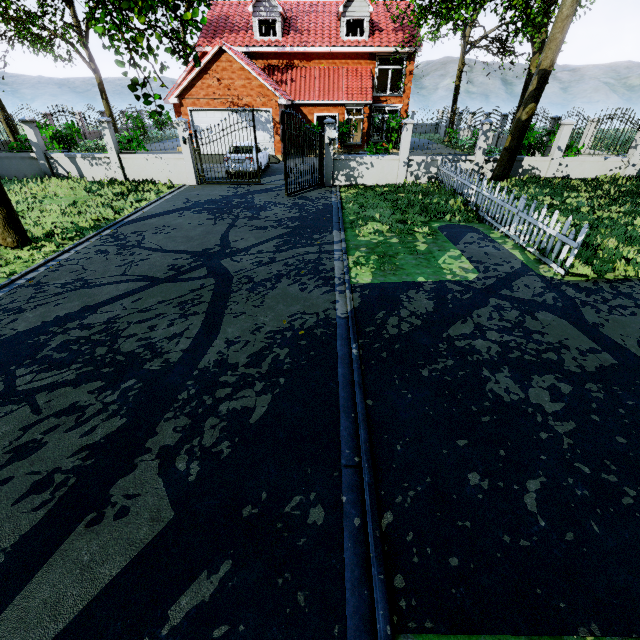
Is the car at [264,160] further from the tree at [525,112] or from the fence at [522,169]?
the tree at [525,112]

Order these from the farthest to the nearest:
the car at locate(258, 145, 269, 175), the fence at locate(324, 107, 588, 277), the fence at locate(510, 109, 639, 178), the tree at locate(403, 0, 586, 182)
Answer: the car at locate(258, 145, 269, 175), the fence at locate(510, 109, 639, 178), the tree at locate(403, 0, 586, 182), the fence at locate(324, 107, 588, 277)

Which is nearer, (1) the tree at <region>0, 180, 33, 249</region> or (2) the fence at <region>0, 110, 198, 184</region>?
(1) the tree at <region>0, 180, 33, 249</region>

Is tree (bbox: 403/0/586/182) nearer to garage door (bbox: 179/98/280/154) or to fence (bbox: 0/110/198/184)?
fence (bbox: 0/110/198/184)

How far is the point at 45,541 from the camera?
2.74m

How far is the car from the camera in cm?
1636

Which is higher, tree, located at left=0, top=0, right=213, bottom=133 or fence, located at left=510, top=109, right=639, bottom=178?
tree, located at left=0, top=0, right=213, bottom=133

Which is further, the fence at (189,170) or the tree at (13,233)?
the fence at (189,170)
